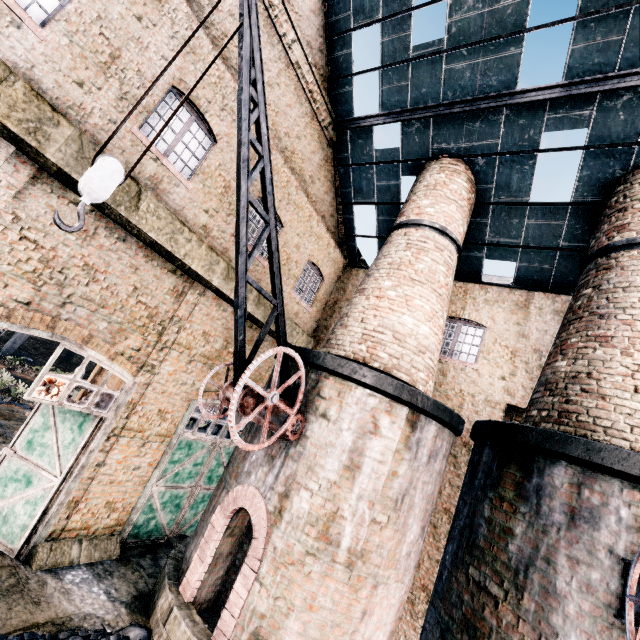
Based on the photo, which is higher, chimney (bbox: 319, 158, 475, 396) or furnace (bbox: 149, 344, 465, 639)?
chimney (bbox: 319, 158, 475, 396)

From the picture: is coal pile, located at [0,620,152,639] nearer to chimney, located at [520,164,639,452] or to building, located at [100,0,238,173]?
building, located at [100,0,238,173]

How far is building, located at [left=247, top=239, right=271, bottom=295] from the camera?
11.7 meters

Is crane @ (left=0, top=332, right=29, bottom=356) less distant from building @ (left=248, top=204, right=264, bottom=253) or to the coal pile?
building @ (left=248, top=204, right=264, bottom=253)

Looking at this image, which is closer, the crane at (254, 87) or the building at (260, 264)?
the crane at (254, 87)

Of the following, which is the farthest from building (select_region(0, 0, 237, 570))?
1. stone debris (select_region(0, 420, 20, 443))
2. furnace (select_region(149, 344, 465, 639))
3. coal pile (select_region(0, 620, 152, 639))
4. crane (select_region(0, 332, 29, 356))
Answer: crane (select_region(0, 332, 29, 356))

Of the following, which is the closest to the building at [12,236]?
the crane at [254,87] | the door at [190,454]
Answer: the door at [190,454]

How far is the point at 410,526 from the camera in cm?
→ 775
